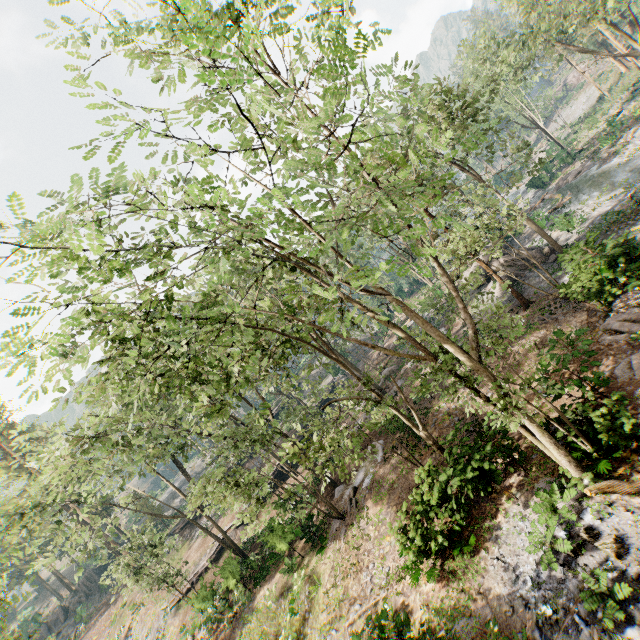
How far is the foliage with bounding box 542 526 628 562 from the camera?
8.77m

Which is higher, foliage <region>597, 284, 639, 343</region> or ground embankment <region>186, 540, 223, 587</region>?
ground embankment <region>186, 540, 223, 587</region>

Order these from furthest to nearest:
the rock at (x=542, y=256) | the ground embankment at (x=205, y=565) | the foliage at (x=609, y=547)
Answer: the ground embankment at (x=205, y=565), the rock at (x=542, y=256), the foliage at (x=609, y=547)

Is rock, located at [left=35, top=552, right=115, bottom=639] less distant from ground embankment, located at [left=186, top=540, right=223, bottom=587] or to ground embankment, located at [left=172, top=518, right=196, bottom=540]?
ground embankment, located at [left=172, top=518, right=196, bottom=540]

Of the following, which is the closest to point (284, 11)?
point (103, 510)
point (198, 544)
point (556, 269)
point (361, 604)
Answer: point (361, 604)

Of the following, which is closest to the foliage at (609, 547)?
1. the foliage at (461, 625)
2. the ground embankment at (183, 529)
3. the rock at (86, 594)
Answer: the rock at (86, 594)

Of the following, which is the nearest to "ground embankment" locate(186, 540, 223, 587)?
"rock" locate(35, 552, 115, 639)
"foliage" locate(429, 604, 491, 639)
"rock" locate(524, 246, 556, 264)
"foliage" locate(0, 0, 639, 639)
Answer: "foliage" locate(0, 0, 639, 639)

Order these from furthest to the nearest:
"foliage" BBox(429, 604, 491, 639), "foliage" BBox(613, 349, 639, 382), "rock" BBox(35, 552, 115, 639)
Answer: "rock" BBox(35, 552, 115, 639) < "foliage" BBox(613, 349, 639, 382) < "foliage" BBox(429, 604, 491, 639)
